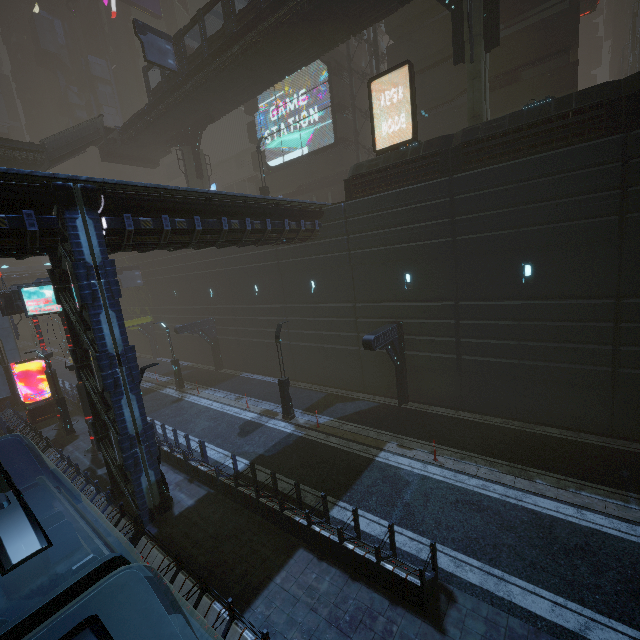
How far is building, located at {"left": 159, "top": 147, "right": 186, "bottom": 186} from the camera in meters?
52.3 m

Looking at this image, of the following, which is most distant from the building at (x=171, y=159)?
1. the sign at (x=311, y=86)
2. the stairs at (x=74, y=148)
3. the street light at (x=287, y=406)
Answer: the stairs at (x=74, y=148)

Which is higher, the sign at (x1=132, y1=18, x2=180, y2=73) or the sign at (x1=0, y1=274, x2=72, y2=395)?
the sign at (x1=132, y1=18, x2=180, y2=73)

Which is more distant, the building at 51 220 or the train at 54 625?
the building at 51 220

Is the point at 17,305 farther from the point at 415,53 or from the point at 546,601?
the point at 415,53

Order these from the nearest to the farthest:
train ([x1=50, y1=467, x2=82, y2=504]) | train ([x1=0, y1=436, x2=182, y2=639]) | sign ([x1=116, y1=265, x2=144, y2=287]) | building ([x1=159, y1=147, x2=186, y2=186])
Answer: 1. train ([x1=0, y1=436, x2=182, y2=639])
2. train ([x1=50, y1=467, x2=82, y2=504])
3. sign ([x1=116, y1=265, x2=144, y2=287])
4. building ([x1=159, y1=147, x2=186, y2=186])

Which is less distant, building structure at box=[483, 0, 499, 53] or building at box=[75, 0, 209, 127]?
building structure at box=[483, 0, 499, 53]
